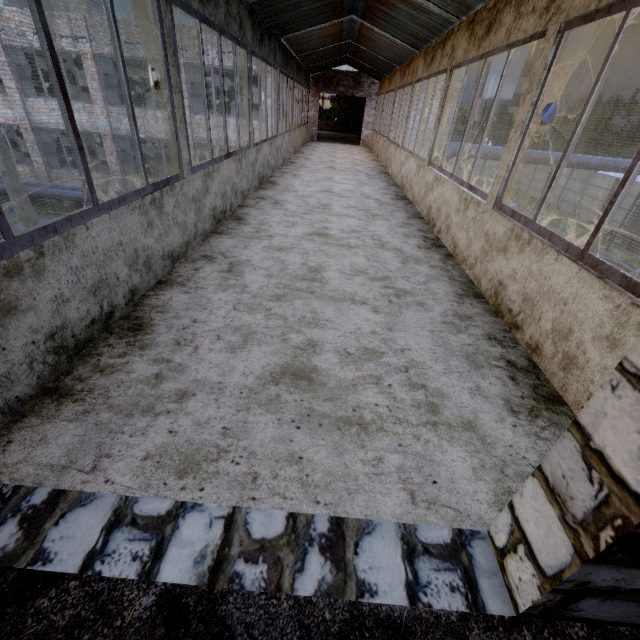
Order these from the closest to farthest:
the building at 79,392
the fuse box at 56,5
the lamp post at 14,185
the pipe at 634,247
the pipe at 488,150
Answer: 1. the building at 79,392
2. the lamp post at 14,185
3. the pipe at 488,150
4. the pipe at 634,247
5. the fuse box at 56,5

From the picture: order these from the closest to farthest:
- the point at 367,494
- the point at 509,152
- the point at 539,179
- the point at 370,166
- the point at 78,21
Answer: the point at 367,494 → the point at 509,152 → the point at 370,166 → the point at 78,21 → the point at 539,179

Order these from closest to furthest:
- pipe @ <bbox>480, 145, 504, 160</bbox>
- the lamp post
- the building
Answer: the building < the lamp post < pipe @ <bbox>480, 145, 504, 160</bbox>

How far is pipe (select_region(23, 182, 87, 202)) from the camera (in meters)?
17.66

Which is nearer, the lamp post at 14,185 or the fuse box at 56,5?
the lamp post at 14,185

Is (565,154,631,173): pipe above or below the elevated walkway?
above

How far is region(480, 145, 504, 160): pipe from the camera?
15.4 meters
